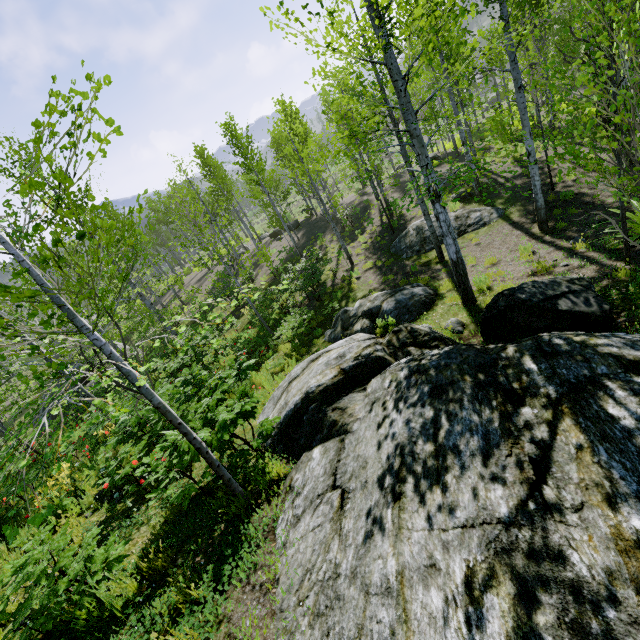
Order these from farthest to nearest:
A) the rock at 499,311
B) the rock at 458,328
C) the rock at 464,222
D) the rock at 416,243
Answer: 1. the rock at 416,243
2. the rock at 464,222
3. the rock at 458,328
4. the rock at 499,311

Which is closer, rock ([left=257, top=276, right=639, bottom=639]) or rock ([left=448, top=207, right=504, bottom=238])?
rock ([left=257, top=276, right=639, bottom=639])

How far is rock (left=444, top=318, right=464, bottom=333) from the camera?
6.8m

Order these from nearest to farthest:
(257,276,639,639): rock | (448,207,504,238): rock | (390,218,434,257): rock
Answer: (257,276,639,639): rock < (448,207,504,238): rock < (390,218,434,257): rock

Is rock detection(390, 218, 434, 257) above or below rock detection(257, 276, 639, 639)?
below

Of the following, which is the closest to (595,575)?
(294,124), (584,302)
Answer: (584,302)

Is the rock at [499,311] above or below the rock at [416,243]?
above

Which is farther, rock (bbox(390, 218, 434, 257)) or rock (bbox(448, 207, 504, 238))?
rock (bbox(390, 218, 434, 257))
